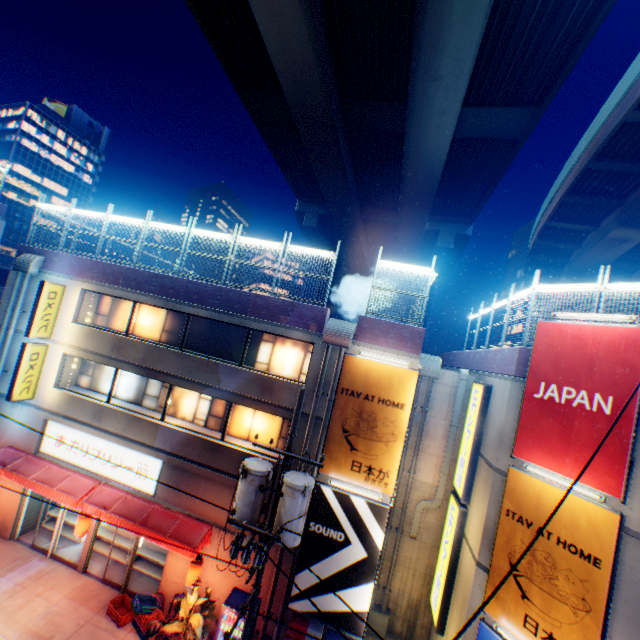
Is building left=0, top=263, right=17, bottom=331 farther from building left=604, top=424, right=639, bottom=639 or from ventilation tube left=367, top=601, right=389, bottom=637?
building left=604, top=424, right=639, bottom=639

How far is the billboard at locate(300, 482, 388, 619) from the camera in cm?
1073

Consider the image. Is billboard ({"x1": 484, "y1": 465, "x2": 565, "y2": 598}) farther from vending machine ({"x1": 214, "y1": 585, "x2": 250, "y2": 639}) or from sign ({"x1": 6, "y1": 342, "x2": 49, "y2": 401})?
sign ({"x1": 6, "y1": 342, "x2": 49, "y2": 401})

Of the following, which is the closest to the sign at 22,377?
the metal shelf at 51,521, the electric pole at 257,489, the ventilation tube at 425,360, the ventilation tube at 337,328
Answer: A: the metal shelf at 51,521

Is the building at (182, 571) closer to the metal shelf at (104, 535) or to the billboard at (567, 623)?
the metal shelf at (104, 535)

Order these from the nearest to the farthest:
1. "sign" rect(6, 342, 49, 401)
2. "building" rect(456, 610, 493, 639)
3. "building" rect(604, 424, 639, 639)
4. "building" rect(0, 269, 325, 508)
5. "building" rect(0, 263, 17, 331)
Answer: "building" rect(604, 424, 639, 639) < "building" rect(456, 610, 493, 639) < "building" rect(0, 269, 325, 508) < "sign" rect(6, 342, 49, 401) < "building" rect(0, 263, 17, 331)

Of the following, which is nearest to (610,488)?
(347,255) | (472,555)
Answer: (472,555)

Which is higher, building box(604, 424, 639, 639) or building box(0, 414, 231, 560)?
building box(604, 424, 639, 639)
